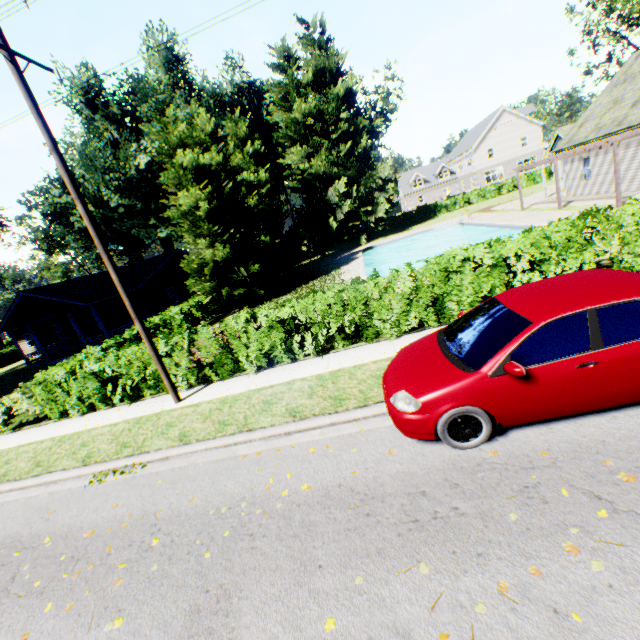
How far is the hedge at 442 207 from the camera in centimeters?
4450cm

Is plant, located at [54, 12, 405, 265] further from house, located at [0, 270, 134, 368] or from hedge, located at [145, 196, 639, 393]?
house, located at [0, 270, 134, 368]

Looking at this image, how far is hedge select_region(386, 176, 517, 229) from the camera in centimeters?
4450cm

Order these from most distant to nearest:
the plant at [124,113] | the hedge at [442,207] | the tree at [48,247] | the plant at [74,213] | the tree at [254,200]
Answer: the tree at [48,247] < the hedge at [442,207] < the plant at [74,213] < the plant at [124,113] < the tree at [254,200]

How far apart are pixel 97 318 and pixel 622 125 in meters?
34.9 m

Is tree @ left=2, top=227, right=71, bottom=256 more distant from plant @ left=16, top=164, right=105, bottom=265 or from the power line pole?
the power line pole

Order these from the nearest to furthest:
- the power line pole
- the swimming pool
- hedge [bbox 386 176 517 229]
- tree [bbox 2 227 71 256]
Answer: the power line pole → the swimming pool → hedge [bbox 386 176 517 229] → tree [bbox 2 227 71 256]

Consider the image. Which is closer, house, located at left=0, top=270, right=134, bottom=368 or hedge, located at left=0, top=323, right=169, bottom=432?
hedge, located at left=0, top=323, right=169, bottom=432
